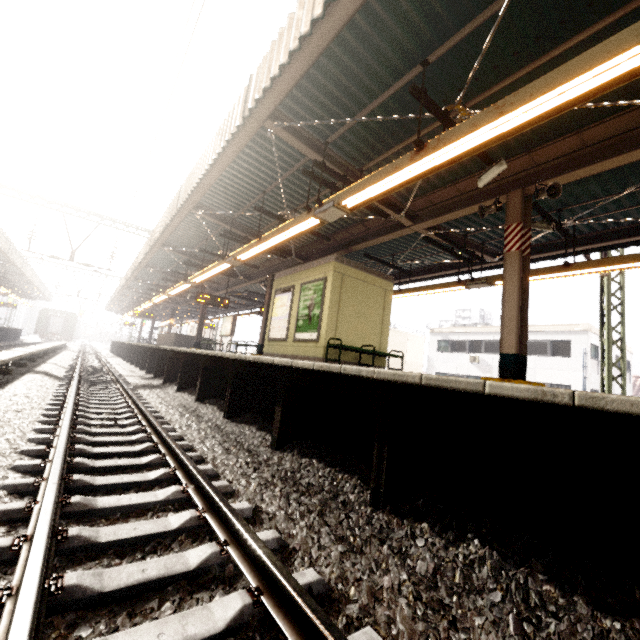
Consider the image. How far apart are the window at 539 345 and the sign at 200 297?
21.4 meters

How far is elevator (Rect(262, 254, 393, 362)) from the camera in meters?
8.5 m

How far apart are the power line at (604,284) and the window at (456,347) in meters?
16.7 m

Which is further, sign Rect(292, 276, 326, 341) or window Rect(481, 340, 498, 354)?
window Rect(481, 340, 498, 354)

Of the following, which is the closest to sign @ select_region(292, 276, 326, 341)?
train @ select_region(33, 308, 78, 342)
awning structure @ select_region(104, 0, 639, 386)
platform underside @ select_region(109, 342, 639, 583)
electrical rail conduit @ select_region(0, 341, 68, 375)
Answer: awning structure @ select_region(104, 0, 639, 386)

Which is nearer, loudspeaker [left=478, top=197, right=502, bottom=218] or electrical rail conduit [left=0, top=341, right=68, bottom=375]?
loudspeaker [left=478, top=197, right=502, bottom=218]

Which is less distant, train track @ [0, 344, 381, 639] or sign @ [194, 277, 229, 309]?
train track @ [0, 344, 381, 639]

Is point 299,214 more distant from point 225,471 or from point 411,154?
point 225,471
